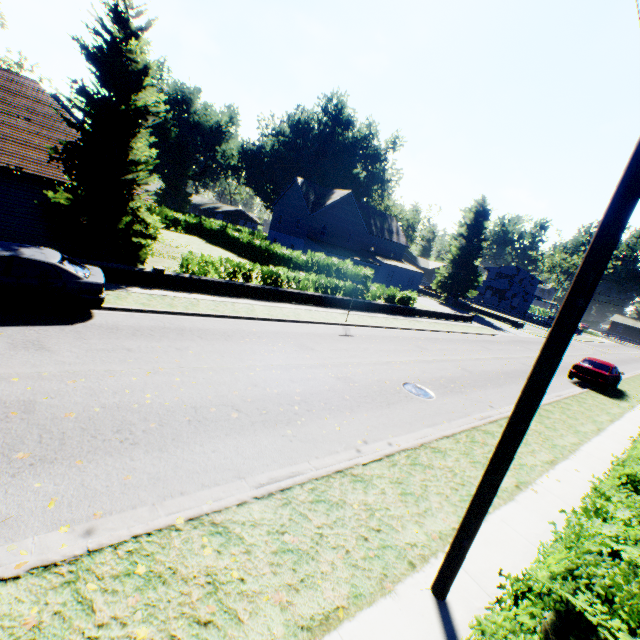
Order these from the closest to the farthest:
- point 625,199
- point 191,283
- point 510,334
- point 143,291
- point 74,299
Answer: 1. point 625,199
2. point 74,299
3. point 143,291
4. point 191,283
5. point 510,334

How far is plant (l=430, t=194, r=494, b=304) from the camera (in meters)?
45.91

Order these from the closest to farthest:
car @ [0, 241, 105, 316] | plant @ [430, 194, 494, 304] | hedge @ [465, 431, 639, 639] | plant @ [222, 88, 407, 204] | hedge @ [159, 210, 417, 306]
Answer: hedge @ [465, 431, 639, 639] < car @ [0, 241, 105, 316] < hedge @ [159, 210, 417, 306] < plant @ [430, 194, 494, 304] < plant @ [222, 88, 407, 204]

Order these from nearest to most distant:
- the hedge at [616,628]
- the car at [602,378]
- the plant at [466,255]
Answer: the hedge at [616,628] < the car at [602,378] < the plant at [466,255]

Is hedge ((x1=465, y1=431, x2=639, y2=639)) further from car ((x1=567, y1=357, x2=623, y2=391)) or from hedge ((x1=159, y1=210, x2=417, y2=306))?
car ((x1=567, y1=357, x2=623, y2=391))

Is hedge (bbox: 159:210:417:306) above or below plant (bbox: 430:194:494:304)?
below

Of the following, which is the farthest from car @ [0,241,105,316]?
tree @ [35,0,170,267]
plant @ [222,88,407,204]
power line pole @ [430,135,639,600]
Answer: plant @ [222,88,407,204]

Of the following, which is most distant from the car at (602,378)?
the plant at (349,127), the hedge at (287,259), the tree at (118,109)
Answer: the plant at (349,127)
